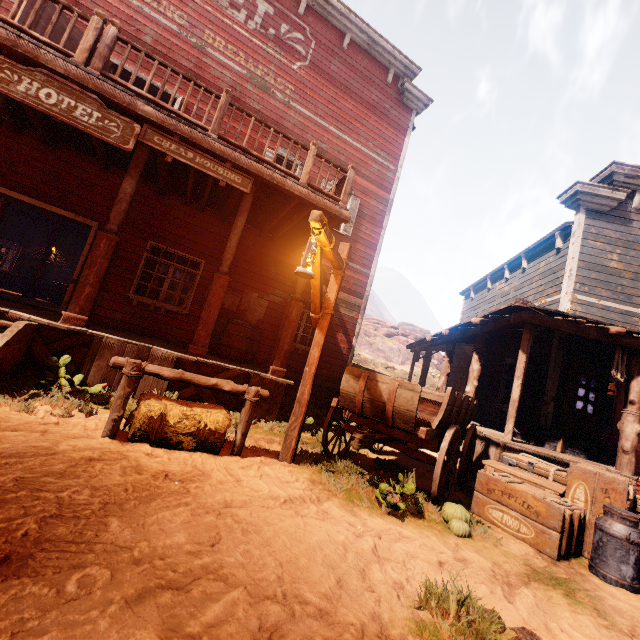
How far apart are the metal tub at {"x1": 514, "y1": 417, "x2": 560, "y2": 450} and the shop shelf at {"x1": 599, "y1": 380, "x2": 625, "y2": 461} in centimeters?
456cm

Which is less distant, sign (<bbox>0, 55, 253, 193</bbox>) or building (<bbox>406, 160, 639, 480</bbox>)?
sign (<bbox>0, 55, 253, 193</bbox>)

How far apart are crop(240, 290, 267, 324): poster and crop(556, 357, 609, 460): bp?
7.79m

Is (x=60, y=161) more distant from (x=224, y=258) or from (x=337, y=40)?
(x=337, y=40)

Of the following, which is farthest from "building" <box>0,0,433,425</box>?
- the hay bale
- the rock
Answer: the rock

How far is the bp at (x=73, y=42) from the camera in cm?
703

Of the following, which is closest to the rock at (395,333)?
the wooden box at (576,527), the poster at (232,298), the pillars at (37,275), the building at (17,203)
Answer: the building at (17,203)

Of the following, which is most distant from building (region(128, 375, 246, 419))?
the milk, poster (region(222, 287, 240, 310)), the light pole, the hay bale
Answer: the milk
